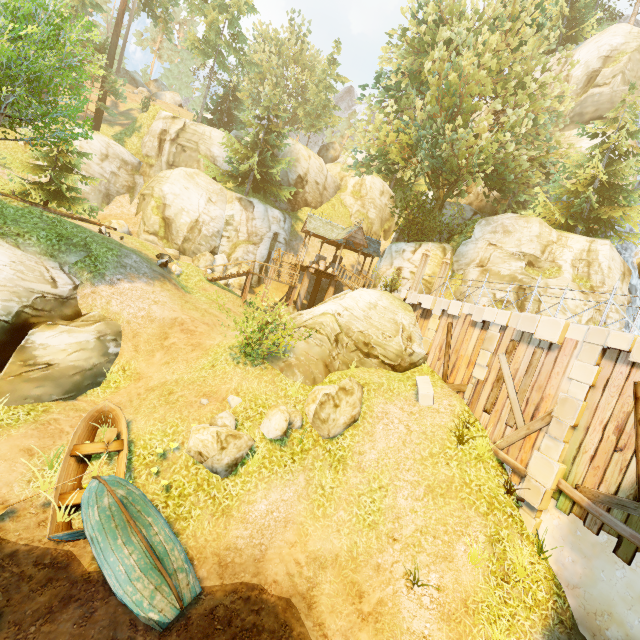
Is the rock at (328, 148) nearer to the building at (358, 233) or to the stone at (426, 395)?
the building at (358, 233)

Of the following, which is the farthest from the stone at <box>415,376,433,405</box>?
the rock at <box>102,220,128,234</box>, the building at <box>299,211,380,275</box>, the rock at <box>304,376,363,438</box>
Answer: the rock at <box>102,220,128,234</box>

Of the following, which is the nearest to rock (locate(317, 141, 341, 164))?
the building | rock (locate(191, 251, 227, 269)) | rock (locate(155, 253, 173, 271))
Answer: the building

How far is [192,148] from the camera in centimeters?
2972cm

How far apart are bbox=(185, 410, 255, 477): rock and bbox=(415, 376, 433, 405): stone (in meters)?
6.05

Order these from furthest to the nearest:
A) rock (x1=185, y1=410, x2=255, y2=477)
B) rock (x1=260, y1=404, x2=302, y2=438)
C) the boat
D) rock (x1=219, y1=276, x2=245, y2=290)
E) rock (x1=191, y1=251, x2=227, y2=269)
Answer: rock (x1=191, y1=251, x2=227, y2=269) → rock (x1=219, y1=276, x2=245, y2=290) → rock (x1=260, y1=404, x2=302, y2=438) → rock (x1=185, y1=410, x2=255, y2=477) → the boat

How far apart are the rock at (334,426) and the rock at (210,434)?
1.76m

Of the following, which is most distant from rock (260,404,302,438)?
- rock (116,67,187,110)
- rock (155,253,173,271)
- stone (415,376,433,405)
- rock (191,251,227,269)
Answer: rock (116,67,187,110)
